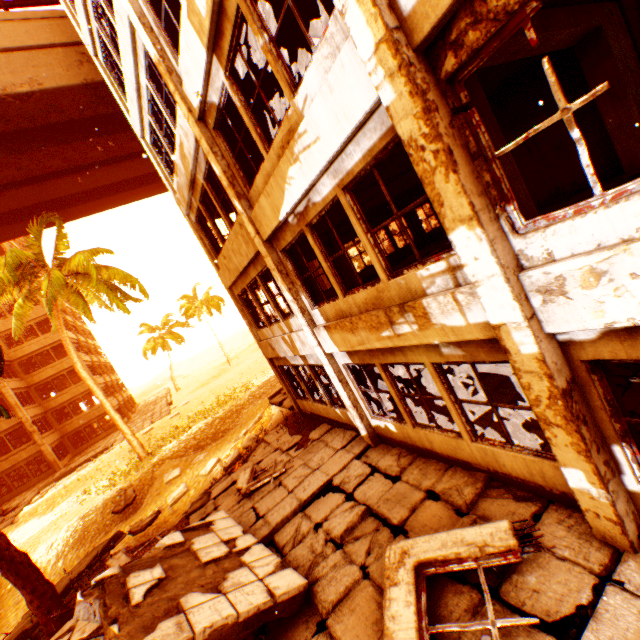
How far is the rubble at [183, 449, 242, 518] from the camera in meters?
10.1

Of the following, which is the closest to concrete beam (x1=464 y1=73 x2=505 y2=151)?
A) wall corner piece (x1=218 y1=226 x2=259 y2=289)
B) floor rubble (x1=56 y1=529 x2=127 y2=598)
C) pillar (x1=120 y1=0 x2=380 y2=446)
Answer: pillar (x1=120 y1=0 x2=380 y2=446)

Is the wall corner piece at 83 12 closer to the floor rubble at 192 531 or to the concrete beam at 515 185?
the concrete beam at 515 185

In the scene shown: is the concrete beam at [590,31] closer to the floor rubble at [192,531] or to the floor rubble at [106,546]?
the floor rubble at [192,531]

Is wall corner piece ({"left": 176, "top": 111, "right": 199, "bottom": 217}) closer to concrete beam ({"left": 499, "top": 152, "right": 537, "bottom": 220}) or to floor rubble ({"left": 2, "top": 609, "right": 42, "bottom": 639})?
concrete beam ({"left": 499, "top": 152, "right": 537, "bottom": 220})

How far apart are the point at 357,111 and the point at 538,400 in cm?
387

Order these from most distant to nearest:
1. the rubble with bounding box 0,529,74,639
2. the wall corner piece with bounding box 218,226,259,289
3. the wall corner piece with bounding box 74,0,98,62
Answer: the wall corner piece with bounding box 74,0,98,62 → the wall corner piece with bounding box 218,226,259,289 → the rubble with bounding box 0,529,74,639

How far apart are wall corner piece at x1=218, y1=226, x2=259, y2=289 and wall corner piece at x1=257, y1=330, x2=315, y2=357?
2.2m
